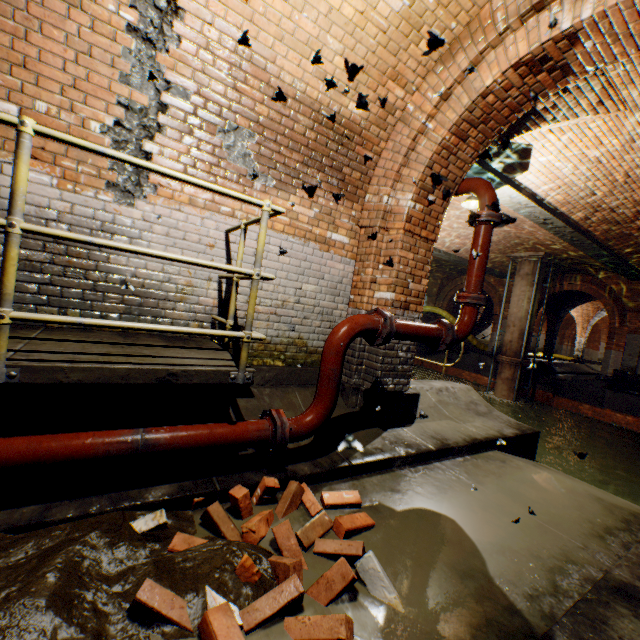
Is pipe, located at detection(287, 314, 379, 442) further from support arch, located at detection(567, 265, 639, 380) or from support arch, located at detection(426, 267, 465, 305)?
support arch, located at detection(426, 267, 465, 305)

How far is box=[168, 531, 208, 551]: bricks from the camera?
1.8 meters

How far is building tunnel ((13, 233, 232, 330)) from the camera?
2.7m

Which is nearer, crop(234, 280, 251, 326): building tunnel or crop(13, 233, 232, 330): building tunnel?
crop(13, 233, 232, 330): building tunnel

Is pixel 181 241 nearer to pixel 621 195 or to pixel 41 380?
pixel 41 380

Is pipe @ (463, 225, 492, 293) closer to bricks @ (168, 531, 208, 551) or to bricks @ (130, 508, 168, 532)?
bricks @ (168, 531, 208, 551)

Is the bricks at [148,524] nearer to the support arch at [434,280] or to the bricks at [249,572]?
the bricks at [249,572]

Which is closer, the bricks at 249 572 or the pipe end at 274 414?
the bricks at 249 572
